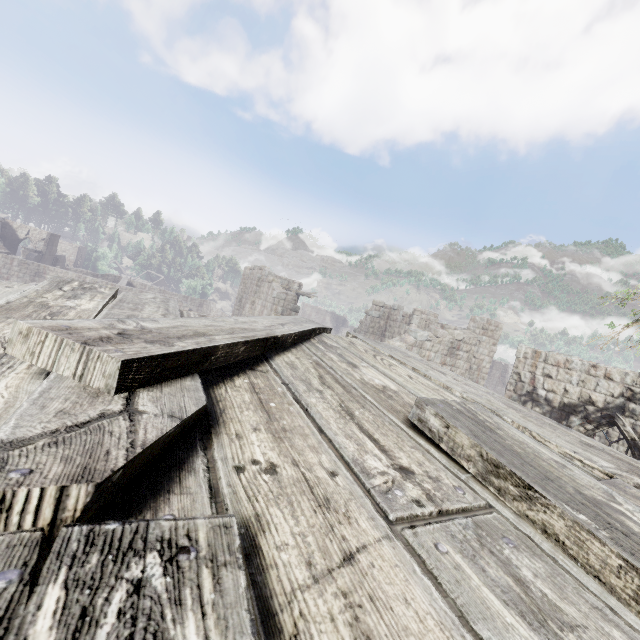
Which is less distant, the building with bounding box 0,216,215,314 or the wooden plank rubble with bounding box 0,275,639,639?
the wooden plank rubble with bounding box 0,275,639,639

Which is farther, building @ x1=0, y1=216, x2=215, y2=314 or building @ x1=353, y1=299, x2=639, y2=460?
building @ x1=0, y1=216, x2=215, y2=314

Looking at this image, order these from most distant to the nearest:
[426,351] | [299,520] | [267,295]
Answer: [267,295], [426,351], [299,520]

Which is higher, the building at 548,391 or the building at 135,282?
the building at 548,391

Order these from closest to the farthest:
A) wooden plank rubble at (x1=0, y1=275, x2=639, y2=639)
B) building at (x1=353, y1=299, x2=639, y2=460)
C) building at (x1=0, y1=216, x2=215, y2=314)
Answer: wooden plank rubble at (x1=0, y1=275, x2=639, y2=639), building at (x1=353, y1=299, x2=639, y2=460), building at (x1=0, y1=216, x2=215, y2=314)

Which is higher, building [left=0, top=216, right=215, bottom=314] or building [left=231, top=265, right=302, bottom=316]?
building [left=231, top=265, right=302, bottom=316]

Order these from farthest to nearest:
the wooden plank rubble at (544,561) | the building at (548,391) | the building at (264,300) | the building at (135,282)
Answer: the building at (135,282), the building at (264,300), the building at (548,391), the wooden plank rubble at (544,561)
